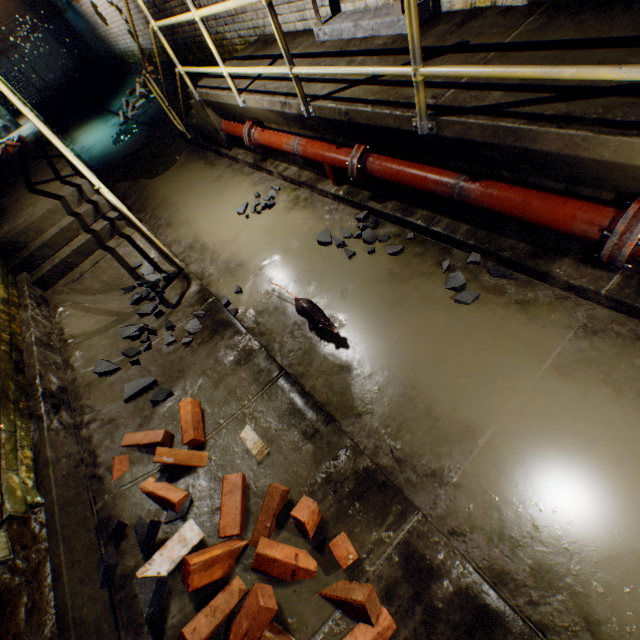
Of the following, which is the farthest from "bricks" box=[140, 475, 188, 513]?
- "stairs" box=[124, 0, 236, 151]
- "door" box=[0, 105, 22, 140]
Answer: "door" box=[0, 105, 22, 140]

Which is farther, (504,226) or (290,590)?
(504,226)

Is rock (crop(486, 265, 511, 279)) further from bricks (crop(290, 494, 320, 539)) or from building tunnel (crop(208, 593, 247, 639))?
bricks (crop(290, 494, 320, 539))

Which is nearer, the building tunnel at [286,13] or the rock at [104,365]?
the rock at [104,365]

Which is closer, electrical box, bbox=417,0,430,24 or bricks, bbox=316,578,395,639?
bricks, bbox=316,578,395,639

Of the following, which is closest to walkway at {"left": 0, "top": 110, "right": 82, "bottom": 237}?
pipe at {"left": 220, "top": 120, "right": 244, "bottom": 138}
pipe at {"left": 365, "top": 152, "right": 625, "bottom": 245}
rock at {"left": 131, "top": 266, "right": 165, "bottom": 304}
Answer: rock at {"left": 131, "top": 266, "right": 165, "bottom": 304}

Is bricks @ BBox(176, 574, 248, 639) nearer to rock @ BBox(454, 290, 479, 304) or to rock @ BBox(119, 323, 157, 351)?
rock @ BBox(119, 323, 157, 351)

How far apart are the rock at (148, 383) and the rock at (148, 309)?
0.39m
